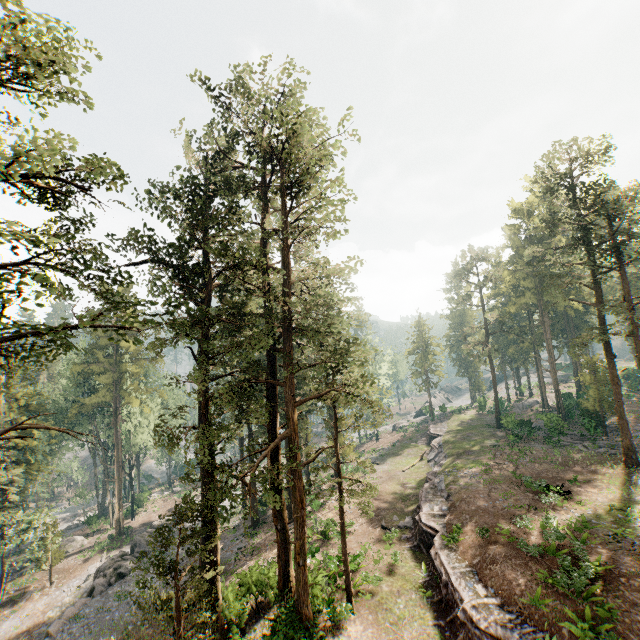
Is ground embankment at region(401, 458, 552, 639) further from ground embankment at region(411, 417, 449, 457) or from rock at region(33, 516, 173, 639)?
rock at region(33, 516, 173, 639)

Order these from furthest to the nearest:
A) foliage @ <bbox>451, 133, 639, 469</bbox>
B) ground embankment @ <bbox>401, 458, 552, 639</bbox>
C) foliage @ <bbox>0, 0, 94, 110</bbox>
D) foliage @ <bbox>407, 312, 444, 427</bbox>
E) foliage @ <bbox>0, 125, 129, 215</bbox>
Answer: foliage @ <bbox>407, 312, 444, 427</bbox> < foliage @ <bbox>451, 133, 639, 469</bbox> < ground embankment @ <bbox>401, 458, 552, 639</bbox> < foliage @ <bbox>0, 0, 94, 110</bbox> < foliage @ <bbox>0, 125, 129, 215</bbox>

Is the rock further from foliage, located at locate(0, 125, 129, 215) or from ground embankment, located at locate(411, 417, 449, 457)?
ground embankment, located at locate(411, 417, 449, 457)

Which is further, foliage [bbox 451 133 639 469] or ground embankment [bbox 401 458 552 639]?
foliage [bbox 451 133 639 469]

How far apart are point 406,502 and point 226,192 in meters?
30.8 m

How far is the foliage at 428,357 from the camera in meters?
56.7 m

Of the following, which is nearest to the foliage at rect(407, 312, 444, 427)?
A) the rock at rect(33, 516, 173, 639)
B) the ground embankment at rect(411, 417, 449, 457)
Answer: the rock at rect(33, 516, 173, 639)

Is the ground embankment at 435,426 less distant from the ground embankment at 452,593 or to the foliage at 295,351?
the foliage at 295,351
